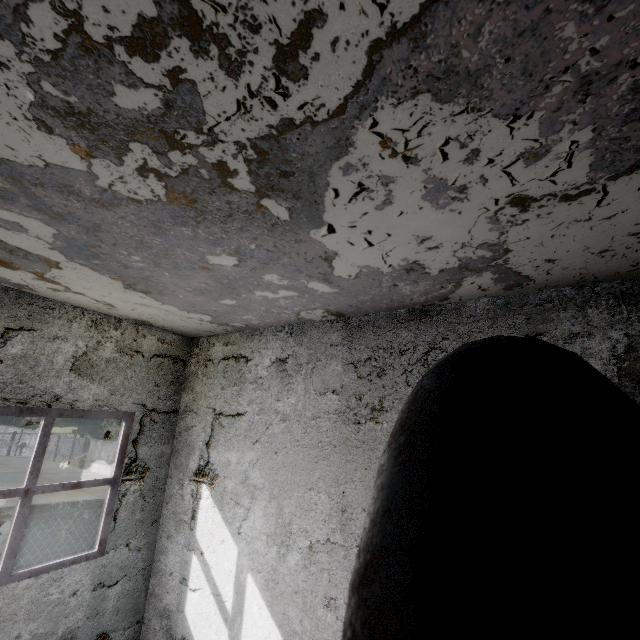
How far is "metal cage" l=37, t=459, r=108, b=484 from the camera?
9.8m

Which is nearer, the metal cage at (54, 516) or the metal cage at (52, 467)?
the metal cage at (54, 516)

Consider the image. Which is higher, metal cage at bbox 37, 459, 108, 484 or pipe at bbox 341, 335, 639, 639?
pipe at bbox 341, 335, 639, 639

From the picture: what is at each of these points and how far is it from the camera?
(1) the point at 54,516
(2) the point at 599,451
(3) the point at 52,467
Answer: (1) metal cage, 7.3 meters
(2) pipe, 0.5 meters
(3) metal cage, 12.2 meters

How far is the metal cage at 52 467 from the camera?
9.8m

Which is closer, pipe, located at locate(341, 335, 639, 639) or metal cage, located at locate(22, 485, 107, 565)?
pipe, located at locate(341, 335, 639, 639)
